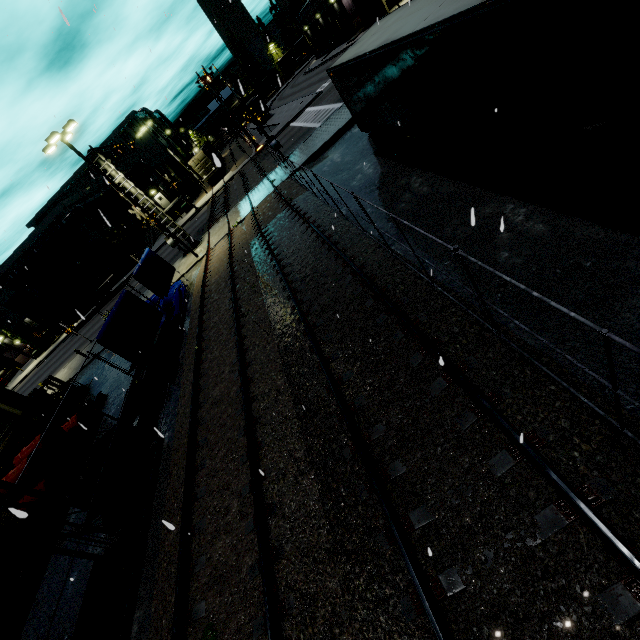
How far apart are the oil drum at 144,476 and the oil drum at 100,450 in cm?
36

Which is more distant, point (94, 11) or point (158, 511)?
point (158, 511)

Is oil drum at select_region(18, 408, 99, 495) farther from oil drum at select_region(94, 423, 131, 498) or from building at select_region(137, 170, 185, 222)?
building at select_region(137, 170, 185, 222)

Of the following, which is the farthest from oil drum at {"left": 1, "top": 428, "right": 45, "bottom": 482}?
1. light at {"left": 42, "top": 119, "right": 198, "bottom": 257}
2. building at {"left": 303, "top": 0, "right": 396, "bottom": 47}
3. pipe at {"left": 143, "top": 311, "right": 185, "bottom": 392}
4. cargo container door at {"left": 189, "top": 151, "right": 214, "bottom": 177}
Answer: cargo container door at {"left": 189, "top": 151, "right": 214, "bottom": 177}

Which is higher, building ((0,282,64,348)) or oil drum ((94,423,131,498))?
building ((0,282,64,348))

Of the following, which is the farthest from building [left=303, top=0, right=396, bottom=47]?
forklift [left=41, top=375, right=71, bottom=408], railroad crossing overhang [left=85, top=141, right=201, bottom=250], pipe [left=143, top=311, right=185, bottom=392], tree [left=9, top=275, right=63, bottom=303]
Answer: railroad crossing overhang [left=85, top=141, right=201, bottom=250]

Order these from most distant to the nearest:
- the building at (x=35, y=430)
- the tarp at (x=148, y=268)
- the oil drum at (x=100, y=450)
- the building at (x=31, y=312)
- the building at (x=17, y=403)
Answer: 1. the building at (x=31, y=312)
2. the tarp at (x=148, y=268)
3. the building at (x=35, y=430)
4. the building at (x=17, y=403)
5. the oil drum at (x=100, y=450)

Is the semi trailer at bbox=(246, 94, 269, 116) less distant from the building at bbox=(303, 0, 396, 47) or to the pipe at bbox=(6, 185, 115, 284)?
the building at bbox=(303, 0, 396, 47)
